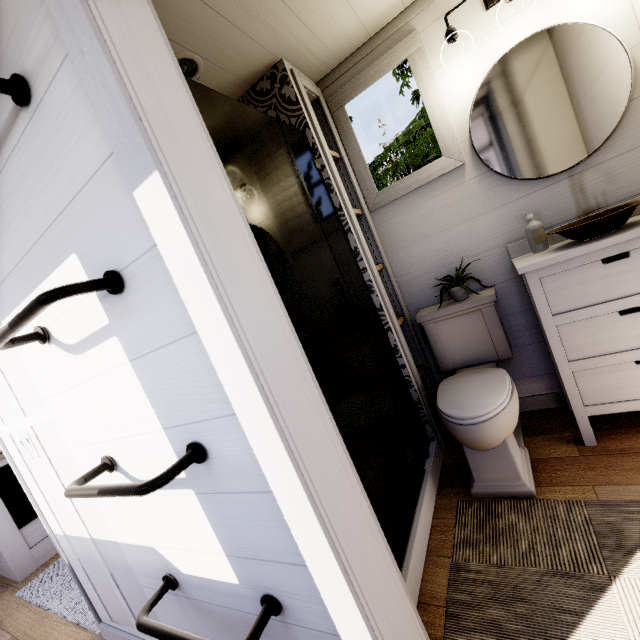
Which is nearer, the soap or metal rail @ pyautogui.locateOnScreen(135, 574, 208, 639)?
metal rail @ pyautogui.locateOnScreen(135, 574, 208, 639)

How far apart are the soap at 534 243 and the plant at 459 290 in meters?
0.4 m

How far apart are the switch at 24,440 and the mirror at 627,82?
2.8 meters

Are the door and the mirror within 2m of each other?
yes

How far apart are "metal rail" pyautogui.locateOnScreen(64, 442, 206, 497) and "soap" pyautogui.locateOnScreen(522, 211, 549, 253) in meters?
1.9

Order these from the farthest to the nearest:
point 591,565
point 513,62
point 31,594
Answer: point 31,594
point 513,62
point 591,565

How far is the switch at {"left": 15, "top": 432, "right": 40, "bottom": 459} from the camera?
1.48m
